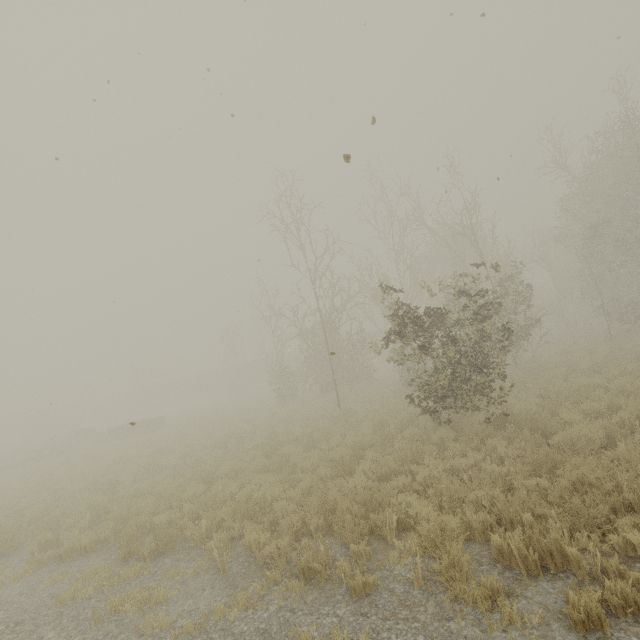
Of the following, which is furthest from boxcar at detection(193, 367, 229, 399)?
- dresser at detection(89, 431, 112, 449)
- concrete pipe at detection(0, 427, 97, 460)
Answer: dresser at detection(89, 431, 112, 449)

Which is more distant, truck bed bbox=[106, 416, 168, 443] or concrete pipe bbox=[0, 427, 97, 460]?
concrete pipe bbox=[0, 427, 97, 460]

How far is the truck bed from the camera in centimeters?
2467cm

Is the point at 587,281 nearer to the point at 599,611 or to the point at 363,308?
the point at 363,308

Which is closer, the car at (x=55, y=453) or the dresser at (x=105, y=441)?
the car at (x=55, y=453)

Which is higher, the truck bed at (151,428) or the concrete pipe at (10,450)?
the concrete pipe at (10,450)

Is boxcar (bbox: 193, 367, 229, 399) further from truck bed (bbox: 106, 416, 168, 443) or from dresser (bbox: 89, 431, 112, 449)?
dresser (bbox: 89, 431, 112, 449)

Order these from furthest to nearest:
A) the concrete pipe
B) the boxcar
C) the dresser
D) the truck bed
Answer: the boxcar → the concrete pipe → the dresser → the truck bed
